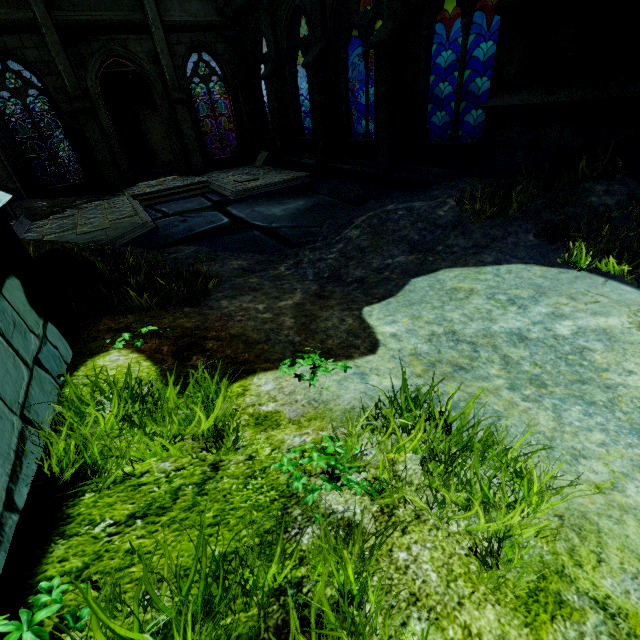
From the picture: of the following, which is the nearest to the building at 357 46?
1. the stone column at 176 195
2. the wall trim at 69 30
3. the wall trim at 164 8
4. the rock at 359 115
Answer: the rock at 359 115

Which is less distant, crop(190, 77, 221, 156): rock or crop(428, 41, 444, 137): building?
crop(190, 77, 221, 156): rock

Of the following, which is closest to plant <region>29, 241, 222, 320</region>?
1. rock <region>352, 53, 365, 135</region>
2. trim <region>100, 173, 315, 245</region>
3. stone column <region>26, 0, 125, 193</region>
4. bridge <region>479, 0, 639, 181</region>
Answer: bridge <region>479, 0, 639, 181</region>

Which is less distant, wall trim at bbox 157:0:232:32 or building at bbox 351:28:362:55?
wall trim at bbox 157:0:232:32

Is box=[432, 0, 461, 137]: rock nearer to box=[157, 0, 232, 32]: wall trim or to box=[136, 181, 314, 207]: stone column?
box=[157, 0, 232, 32]: wall trim

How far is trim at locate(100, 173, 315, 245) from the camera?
7.9m

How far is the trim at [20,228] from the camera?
8.9 meters

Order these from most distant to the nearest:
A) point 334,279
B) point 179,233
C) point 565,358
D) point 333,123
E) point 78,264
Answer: point 333,123, point 179,233, point 334,279, point 78,264, point 565,358
